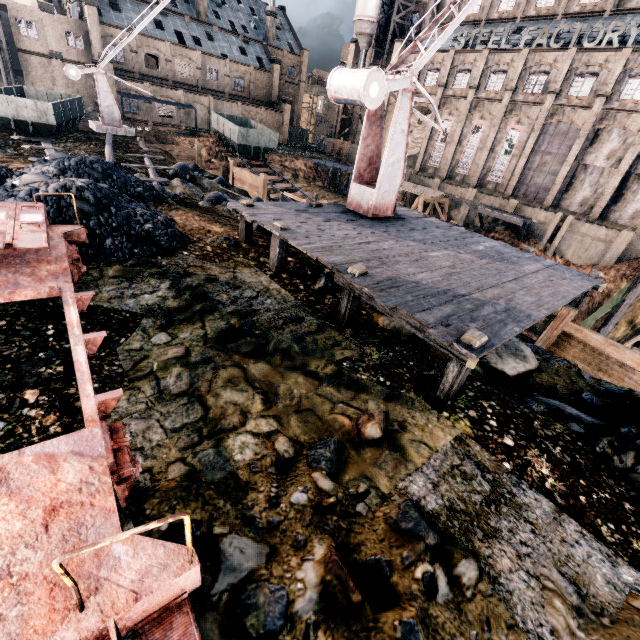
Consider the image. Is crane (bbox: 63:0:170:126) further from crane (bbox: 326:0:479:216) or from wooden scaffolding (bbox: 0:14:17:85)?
crane (bbox: 326:0:479:216)

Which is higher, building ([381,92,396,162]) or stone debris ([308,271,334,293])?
building ([381,92,396,162])

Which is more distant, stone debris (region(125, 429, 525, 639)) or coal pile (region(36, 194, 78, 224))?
coal pile (region(36, 194, 78, 224))

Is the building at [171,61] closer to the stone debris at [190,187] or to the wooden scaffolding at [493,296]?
the stone debris at [190,187]

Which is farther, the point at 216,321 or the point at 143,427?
the point at 216,321

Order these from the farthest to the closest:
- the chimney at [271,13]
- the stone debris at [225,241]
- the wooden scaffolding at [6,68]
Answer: the chimney at [271,13], the wooden scaffolding at [6,68], the stone debris at [225,241]

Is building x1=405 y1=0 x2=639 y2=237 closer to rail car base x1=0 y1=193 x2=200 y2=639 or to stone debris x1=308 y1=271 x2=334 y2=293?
stone debris x1=308 y1=271 x2=334 y2=293

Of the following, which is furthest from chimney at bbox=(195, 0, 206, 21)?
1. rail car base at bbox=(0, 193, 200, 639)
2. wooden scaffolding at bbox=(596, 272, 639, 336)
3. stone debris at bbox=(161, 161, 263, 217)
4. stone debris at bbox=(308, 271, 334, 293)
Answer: wooden scaffolding at bbox=(596, 272, 639, 336)
